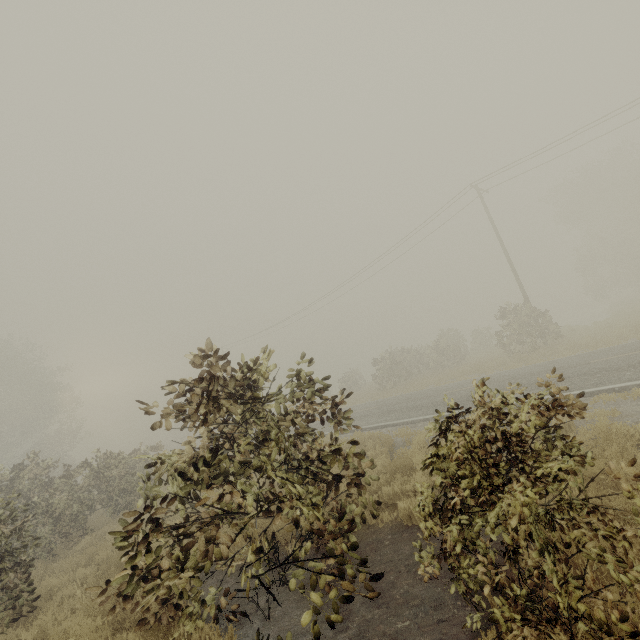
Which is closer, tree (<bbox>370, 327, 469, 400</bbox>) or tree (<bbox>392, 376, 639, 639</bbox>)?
tree (<bbox>392, 376, 639, 639</bbox>)

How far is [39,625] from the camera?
5.89m

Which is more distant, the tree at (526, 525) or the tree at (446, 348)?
the tree at (446, 348)

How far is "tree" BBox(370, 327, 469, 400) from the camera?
26.6 meters

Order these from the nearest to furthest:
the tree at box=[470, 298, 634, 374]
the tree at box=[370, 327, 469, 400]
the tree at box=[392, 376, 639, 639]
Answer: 1. the tree at box=[392, 376, 639, 639]
2. the tree at box=[470, 298, 634, 374]
3. the tree at box=[370, 327, 469, 400]

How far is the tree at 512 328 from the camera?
16.3 meters

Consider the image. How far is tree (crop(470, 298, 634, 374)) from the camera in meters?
16.3 m
